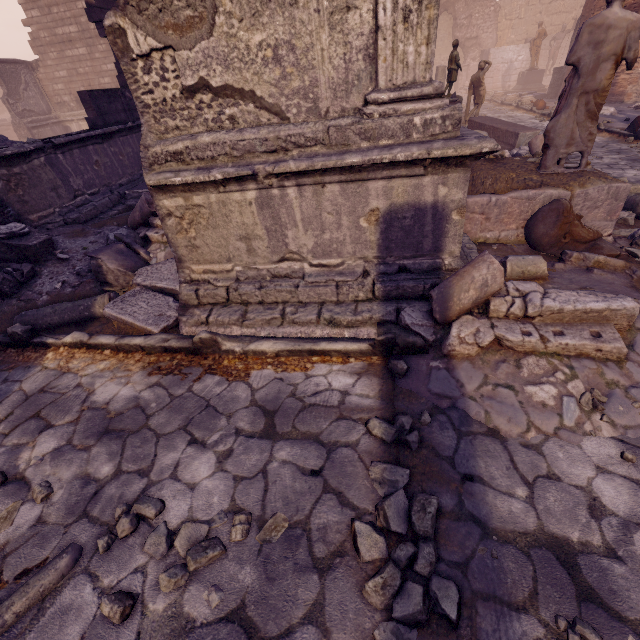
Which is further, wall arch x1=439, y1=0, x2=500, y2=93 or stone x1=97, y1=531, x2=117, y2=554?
wall arch x1=439, y1=0, x2=500, y2=93

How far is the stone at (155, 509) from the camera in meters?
2.0 m

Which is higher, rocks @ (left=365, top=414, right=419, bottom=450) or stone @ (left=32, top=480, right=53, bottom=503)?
rocks @ (left=365, top=414, right=419, bottom=450)

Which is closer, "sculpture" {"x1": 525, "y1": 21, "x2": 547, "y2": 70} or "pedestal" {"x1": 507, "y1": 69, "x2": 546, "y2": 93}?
"sculpture" {"x1": 525, "y1": 21, "x2": 547, "y2": 70}

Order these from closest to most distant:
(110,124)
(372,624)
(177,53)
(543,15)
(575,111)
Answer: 1. (372,624)
2. (177,53)
3. (575,111)
4. (110,124)
5. (543,15)

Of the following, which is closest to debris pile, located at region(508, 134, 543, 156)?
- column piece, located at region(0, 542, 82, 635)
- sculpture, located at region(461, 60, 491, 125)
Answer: sculpture, located at region(461, 60, 491, 125)

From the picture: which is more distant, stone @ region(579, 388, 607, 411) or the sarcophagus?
the sarcophagus

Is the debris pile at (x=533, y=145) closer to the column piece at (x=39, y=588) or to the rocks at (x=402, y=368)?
the rocks at (x=402, y=368)
